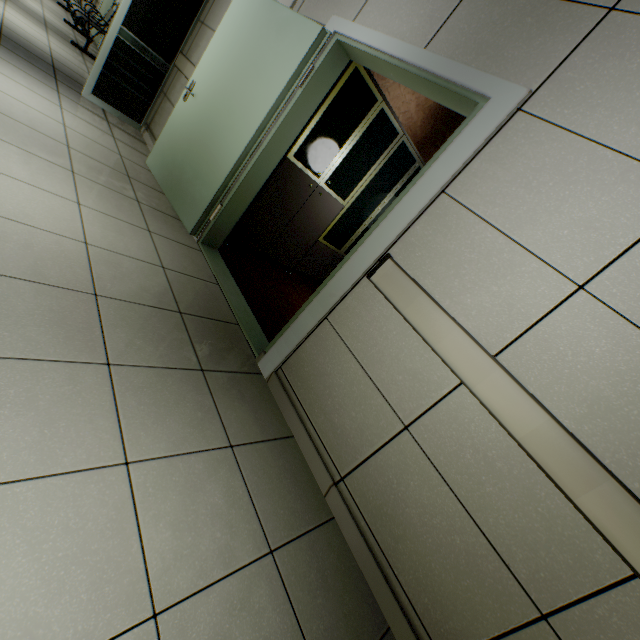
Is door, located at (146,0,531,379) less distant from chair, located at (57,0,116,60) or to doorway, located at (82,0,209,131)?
doorway, located at (82,0,209,131)

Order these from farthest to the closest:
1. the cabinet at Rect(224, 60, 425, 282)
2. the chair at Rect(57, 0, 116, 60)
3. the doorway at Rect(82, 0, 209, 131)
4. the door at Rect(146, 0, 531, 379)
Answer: the chair at Rect(57, 0, 116, 60), the doorway at Rect(82, 0, 209, 131), the cabinet at Rect(224, 60, 425, 282), the door at Rect(146, 0, 531, 379)

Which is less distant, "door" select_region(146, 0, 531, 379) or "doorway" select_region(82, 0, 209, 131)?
"door" select_region(146, 0, 531, 379)

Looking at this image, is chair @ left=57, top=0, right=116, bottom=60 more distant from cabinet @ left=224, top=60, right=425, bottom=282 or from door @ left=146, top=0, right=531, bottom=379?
cabinet @ left=224, top=60, right=425, bottom=282

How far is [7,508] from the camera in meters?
0.9

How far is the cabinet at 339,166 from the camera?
3.16m

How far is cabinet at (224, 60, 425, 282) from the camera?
3.16m

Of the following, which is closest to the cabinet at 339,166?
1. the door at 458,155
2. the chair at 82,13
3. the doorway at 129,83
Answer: the door at 458,155
